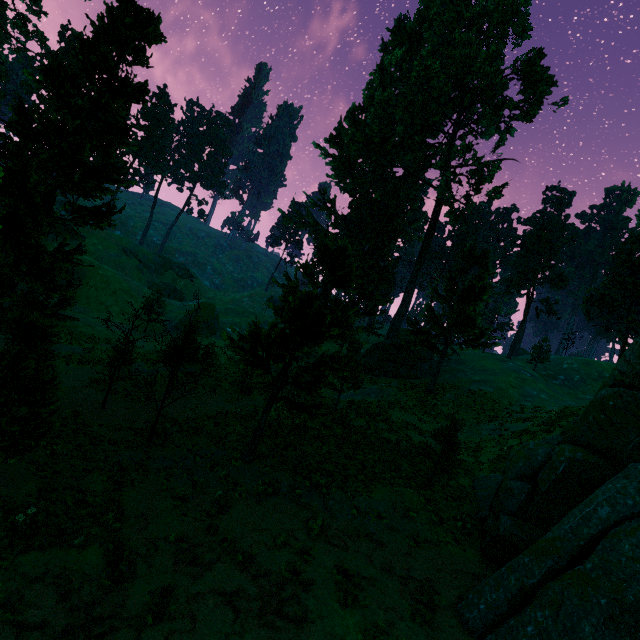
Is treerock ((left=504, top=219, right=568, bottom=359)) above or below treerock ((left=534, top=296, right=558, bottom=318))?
above

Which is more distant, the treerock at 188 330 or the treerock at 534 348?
the treerock at 534 348

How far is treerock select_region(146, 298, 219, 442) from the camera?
16.7 meters

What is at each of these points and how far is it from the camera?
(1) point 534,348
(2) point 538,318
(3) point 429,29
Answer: (1) treerock, 50.8 meters
(2) treerock, 52.5 meters
(3) treerock, 38.9 meters

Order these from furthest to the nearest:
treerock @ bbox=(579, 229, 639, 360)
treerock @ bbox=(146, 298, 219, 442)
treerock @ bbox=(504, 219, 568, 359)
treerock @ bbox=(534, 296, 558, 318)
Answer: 1. treerock @ bbox=(534, 296, 558, 318)
2. treerock @ bbox=(504, 219, 568, 359)
3. treerock @ bbox=(579, 229, 639, 360)
4. treerock @ bbox=(146, 298, 219, 442)

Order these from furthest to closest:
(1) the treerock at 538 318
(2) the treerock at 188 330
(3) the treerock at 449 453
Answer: (1) the treerock at 538 318, (2) the treerock at 188 330, (3) the treerock at 449 453
